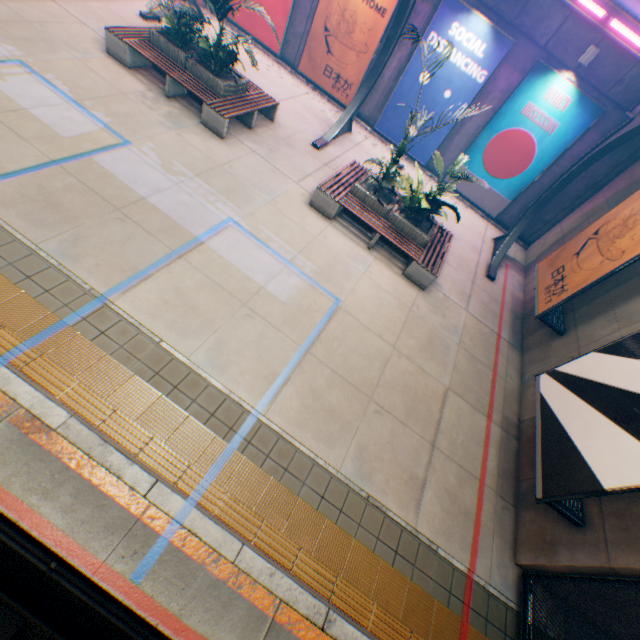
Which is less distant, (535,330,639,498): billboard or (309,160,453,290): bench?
(535,330,639,498): billboard

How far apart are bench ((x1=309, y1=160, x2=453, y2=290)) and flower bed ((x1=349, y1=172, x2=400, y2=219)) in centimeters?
3cm

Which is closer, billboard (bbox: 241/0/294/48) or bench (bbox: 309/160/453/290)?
bench (bbox: 309/160/453/290)

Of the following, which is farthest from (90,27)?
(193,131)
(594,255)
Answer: (594,255)

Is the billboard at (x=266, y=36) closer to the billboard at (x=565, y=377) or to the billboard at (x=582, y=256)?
the billboard at (x=582, y=256)

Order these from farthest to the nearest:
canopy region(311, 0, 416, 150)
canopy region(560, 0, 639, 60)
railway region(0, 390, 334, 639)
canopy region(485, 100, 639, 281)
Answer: canopy region(311, 0, 416, 150) < canopy region(485, 100, 639, 281) < canopy region(560, 0, 639, 60) < railway region(0, 390, 334, 639)

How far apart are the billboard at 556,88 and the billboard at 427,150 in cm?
83

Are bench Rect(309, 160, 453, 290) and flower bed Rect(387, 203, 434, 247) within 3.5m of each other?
yes
